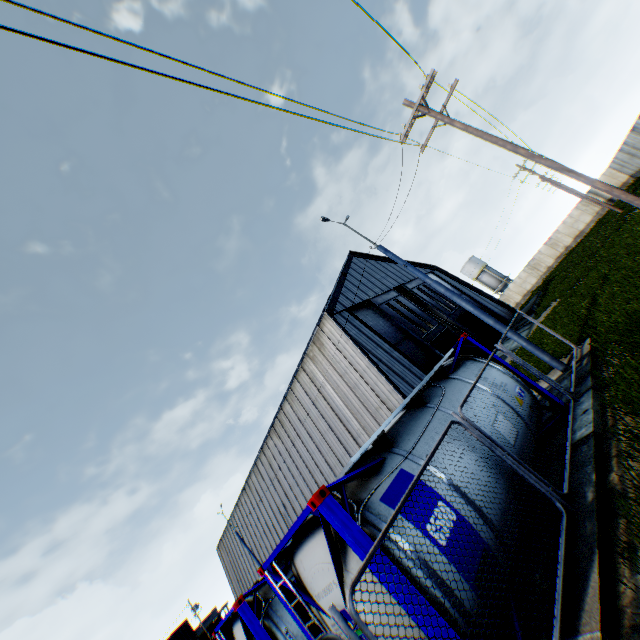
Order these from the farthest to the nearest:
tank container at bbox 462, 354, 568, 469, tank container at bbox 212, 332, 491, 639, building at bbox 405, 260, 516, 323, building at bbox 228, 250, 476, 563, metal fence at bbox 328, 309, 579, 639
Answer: building at bbox 405, 260, 516, 323 < building at bbox 228, 250, 476, 563 < tank container at bbox 462, 354, 568, 469 < tank container at bbox 212, 332, 491, 639 < metal fence at bbox 328, 309, 579, 639

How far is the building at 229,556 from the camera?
40.1m

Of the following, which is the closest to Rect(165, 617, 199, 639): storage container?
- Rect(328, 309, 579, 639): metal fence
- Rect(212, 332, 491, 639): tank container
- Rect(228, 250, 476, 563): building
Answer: Rect(228, 250, 476, 563): building

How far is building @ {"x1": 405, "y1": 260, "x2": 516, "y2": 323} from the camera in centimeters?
3631cm

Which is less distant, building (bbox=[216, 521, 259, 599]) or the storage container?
the storage container

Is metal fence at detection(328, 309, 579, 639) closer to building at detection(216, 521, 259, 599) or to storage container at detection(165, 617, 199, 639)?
building at detection(216, 521, 259, 599)

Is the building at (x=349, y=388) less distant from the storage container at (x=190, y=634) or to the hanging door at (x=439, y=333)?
the hanging door at (x=439, y=333)

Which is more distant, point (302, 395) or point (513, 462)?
point (302, 395)
